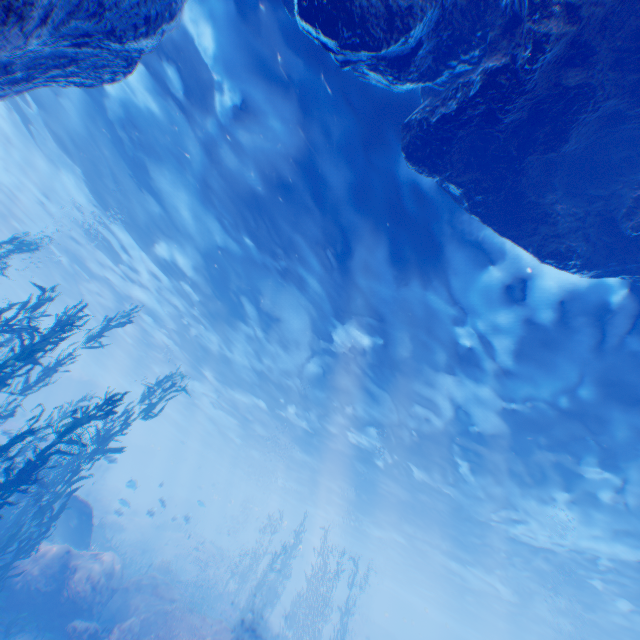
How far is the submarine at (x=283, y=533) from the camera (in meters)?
53.28

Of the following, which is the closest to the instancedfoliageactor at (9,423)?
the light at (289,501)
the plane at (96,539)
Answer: the plane at (96,539)

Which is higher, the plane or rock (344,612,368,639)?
rock (344,612,368,639)

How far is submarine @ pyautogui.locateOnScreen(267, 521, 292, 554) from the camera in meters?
53.3 m

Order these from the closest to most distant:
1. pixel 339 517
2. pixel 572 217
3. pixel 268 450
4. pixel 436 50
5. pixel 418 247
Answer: pixel 436 50 < pixel 572 217 < pixel 418 247 < pixel 268 450 < pixel 339 517

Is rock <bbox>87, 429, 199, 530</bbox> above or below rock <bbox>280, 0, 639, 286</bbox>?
below

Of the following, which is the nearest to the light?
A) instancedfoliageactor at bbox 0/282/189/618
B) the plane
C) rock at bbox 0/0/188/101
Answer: rock at bbox 0/0/188/101

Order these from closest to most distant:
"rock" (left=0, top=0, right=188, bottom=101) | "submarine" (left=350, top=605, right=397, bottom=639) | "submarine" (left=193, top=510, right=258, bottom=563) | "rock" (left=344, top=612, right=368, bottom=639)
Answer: "rock" (left=0, top=0, right=188, bottom=101) < "rock" (left=344, top=612, right=368, bottom=639) < "submarine" (left=350, top=605, right=397, bottom=639) < "submarine" (left=193, top=510, right=258, bottom=563)
